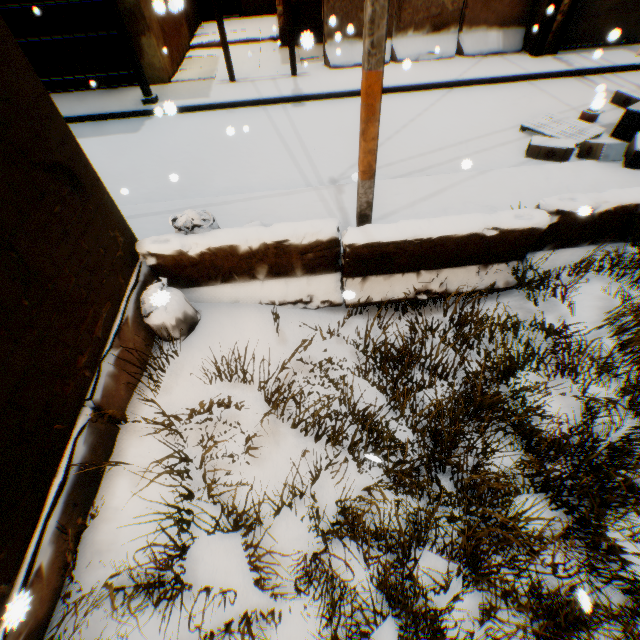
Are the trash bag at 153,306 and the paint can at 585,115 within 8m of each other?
no

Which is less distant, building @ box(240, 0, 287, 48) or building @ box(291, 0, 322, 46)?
building @ box(291, 0, 322, 46)

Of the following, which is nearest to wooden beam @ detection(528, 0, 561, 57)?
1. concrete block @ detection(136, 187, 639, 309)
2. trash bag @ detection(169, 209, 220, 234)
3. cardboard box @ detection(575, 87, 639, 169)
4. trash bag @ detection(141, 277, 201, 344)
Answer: concrete block @ detection(136, 187, 639, 309)

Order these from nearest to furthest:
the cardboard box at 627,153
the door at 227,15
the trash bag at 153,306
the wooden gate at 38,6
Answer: the trash bag at 153,306 → the cardboard box at 627,153 → the wooden gate at 38,6 → the door at 227,15

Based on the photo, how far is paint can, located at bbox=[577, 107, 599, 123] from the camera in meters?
6.9 m

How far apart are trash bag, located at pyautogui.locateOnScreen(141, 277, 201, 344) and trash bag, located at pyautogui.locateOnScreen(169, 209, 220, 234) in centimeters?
54cm

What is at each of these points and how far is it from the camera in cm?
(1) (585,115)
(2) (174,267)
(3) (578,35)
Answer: (1) paint can, 696
(2) concrete block, 393
(3) rolling overhead door, 941

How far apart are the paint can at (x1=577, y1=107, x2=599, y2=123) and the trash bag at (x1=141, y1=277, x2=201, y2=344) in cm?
899
